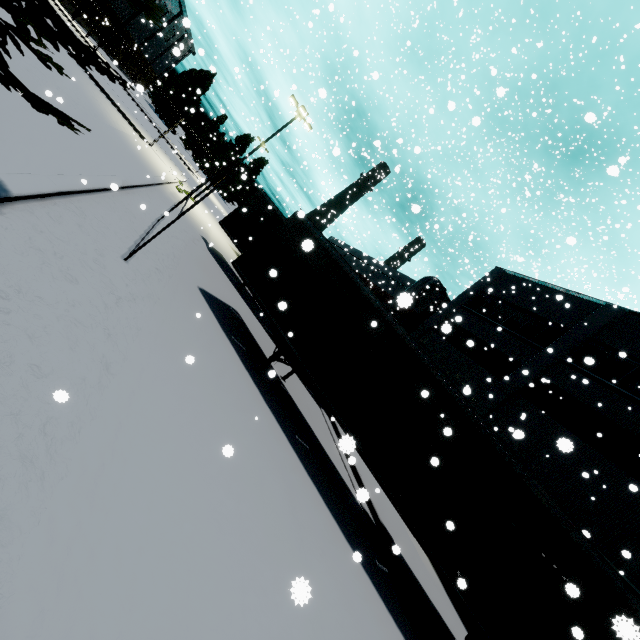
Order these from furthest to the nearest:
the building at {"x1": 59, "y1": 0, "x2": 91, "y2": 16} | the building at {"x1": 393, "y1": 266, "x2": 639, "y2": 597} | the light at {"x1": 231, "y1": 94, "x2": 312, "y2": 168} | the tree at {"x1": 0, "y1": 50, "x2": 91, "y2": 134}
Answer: the building at {"x1": 59, "y1": 0, "x2": 91, "y2": 16} → the light at {"x1": 231, "y1": 94, "x2": 312, "y2": 168} → the building at {"x1": 393, "y1": 266, "x2": 639, "y2": 597} → the tree at {"x1": 0, "y1": 50, "x2": 91, "y2": 134}

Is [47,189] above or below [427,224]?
below

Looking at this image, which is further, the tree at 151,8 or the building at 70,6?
the building at 70,6

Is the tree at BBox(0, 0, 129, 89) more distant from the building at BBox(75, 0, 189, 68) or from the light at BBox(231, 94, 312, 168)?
the light at BBox(231, 94, 312, 168)

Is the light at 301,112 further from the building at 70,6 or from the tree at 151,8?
the tree at 151,8

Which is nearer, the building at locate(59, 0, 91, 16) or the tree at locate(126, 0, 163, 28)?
the tree at locate(126, 0, 163, 28)

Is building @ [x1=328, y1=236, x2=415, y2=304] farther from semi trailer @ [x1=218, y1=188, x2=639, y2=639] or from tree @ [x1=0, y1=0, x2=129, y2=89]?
semi trailer @ [x1=218, y1=188, x2=639, y2=639]
